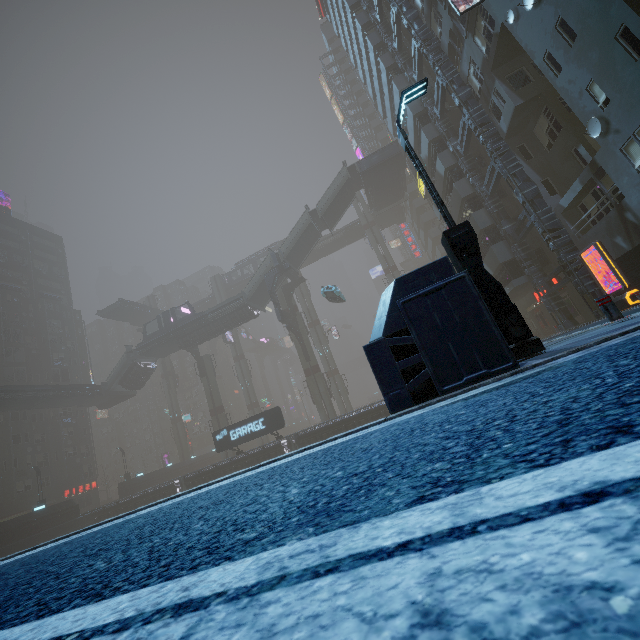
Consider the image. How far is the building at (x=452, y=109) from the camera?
26.10m

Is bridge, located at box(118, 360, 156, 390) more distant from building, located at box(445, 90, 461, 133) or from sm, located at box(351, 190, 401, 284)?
sm, located at box(351, 190, 401, 284)

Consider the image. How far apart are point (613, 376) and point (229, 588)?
1.9m

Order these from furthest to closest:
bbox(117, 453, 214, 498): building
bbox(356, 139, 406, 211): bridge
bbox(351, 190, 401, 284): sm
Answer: bbox(351, 190, 401, 284): sm, bbox(117, 453, 214, 498): building, bbox(356, 139, 406, 211): bridge

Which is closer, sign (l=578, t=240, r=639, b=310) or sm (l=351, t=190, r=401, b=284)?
sign (l=578, t=240, r=639, b=310)

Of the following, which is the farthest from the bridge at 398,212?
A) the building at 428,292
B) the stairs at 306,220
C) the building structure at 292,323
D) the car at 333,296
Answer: the car at 333,296

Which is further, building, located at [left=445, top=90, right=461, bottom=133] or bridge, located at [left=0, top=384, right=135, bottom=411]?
bridge, located at [left=0, top=384, right=135, bottom=411]

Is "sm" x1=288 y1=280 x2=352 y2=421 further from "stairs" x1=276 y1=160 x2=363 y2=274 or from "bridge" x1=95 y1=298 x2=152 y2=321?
"bridge" x1=95 y1=298 x2=152 y2=321
